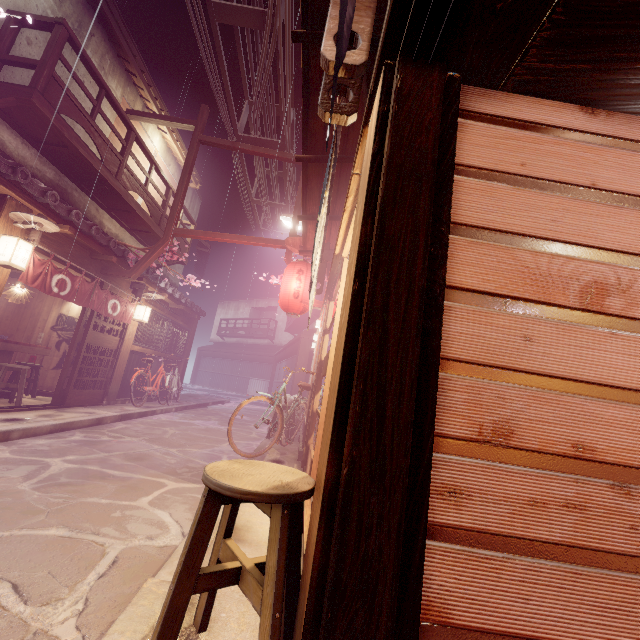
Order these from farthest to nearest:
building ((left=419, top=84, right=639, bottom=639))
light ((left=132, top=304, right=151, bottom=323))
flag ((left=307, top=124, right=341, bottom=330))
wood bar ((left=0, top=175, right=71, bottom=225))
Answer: light ((left=132, top=304, right=151, bottom=323)) < wood bar ((left=0, top=175, right=71, bottom=225)) < flag ((left=307, top=124, right=341, bottom=330)) < building ((left=419, top=84, right=639, bottom=639))

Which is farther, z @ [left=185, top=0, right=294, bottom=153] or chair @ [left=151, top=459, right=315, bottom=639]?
z @ [left=185, top=0, right=294, bottom=153]

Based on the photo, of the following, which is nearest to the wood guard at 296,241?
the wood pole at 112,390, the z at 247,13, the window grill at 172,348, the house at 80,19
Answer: the z at 247,13

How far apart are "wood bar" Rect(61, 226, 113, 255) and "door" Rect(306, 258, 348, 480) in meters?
8.9

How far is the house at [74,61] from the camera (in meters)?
11.85

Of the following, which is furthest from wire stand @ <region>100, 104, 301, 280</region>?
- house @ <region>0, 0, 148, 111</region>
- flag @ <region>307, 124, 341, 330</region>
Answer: house @ <region>0, 0, 148, 111</region>

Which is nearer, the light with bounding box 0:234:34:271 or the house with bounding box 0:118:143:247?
the light with bounding box 0:234:34:271

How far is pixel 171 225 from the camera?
13.63m
